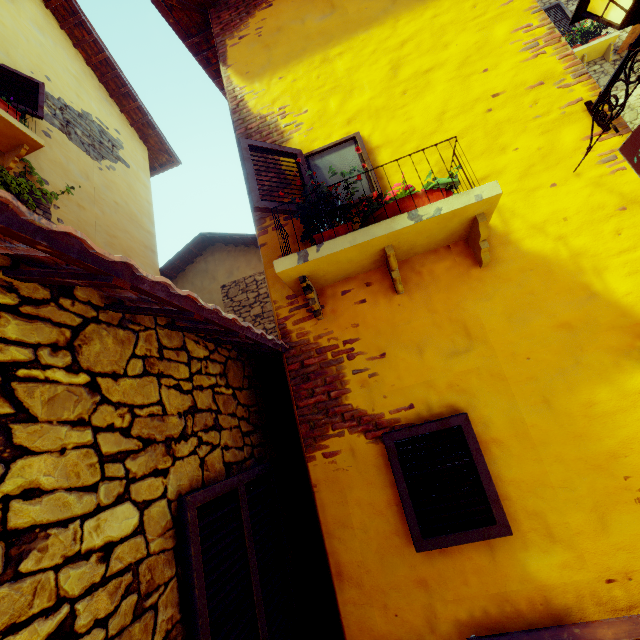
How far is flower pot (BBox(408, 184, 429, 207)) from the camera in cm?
217

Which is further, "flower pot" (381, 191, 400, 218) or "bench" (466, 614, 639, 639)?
"flower pot" (381, 191, 400, 218)

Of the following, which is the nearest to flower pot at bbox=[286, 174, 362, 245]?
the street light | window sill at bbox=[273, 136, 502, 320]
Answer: window sill at bbox=[273, 136, 502, 320]

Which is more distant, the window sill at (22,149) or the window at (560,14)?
the window at (560,14)

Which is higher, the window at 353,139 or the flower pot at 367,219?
the window at 353,139

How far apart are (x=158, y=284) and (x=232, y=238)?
7.0 meters

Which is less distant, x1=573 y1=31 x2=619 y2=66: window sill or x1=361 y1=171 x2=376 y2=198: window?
x1=361 y1=171 x2=376 y2=198: window
